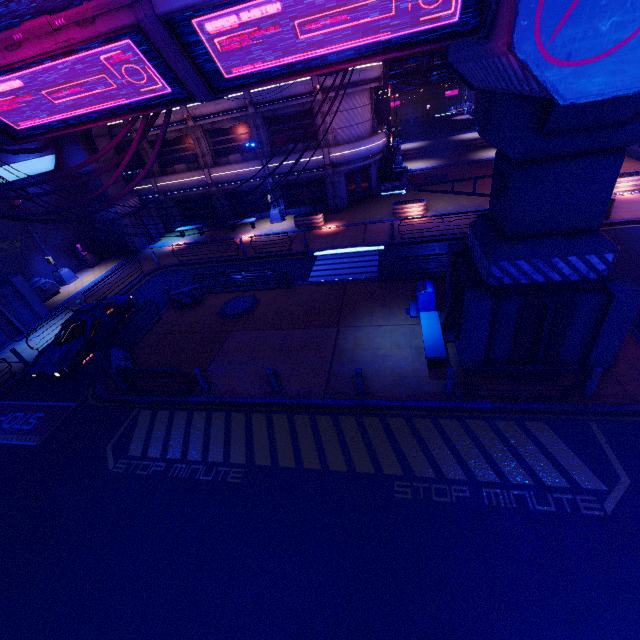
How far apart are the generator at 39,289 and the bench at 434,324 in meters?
23.6 m

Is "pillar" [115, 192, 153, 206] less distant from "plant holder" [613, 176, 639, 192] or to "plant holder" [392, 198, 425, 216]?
"plant holder" [392, 198, 425, 216]

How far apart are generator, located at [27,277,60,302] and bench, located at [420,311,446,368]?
23.6 meters

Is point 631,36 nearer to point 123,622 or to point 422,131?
point 123,622

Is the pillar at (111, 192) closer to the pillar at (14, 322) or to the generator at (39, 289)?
the generator at (39, 289)

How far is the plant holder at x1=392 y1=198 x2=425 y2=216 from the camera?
21.9m

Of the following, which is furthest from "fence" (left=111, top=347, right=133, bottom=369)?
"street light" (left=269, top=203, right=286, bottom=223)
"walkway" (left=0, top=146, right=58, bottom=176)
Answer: "street light" (left=269, top=203, right=286, bottom=223)

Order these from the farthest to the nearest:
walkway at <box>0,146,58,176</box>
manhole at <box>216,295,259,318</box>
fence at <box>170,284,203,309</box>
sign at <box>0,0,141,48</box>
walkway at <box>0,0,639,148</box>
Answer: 1. walkway at <box>0,146,58,176</box>
2. fence at <box>170,284,203,309</box>
3. manhole at <box>216,295,259,318</box>
4. sign at <box>0,0,141,48</box>
5. walkway at <box>0,0,639,148</box>
